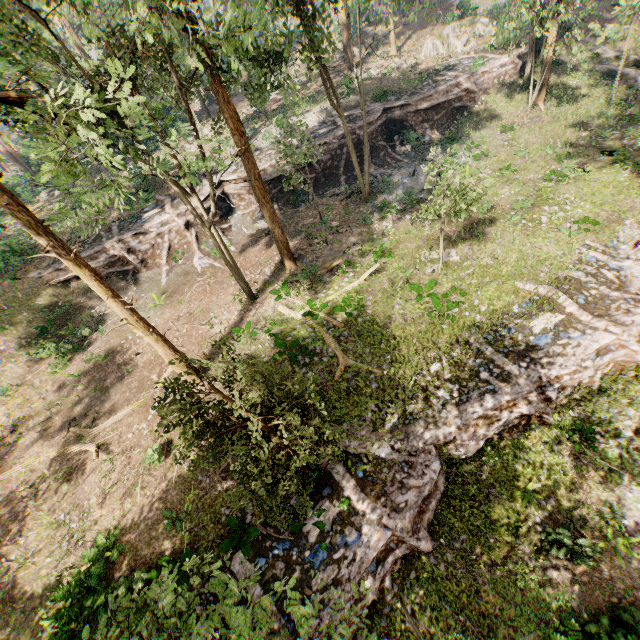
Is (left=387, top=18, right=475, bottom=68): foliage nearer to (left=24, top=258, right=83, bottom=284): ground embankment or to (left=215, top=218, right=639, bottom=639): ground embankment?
(left=215, top=218, right=639, bottom=639): ground embankment

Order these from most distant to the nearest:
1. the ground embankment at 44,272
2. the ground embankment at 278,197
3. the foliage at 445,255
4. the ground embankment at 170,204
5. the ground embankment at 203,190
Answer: A: the ground embankment at 278,197 → the ground embankment at 203,190 → the ground embankment at 170,204 → the ground embankment at 44,272 → the foliage at 445,255

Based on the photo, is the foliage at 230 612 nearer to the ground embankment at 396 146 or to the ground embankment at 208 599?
the ground embankment at 208 599

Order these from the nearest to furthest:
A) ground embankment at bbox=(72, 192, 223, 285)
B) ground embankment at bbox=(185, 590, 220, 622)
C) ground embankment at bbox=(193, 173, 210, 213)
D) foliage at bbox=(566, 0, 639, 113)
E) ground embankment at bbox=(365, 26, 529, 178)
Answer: ground embankment at bbox=(185, 590, 220, 622) < foliage at bbox=(566, 0, 639, 113) < ground embankment at bbox=(72, 192, 223, 285) < ground embankment at bbox=(193, 173, 210, 213) < ground embankment at bbox=(365, 26, 529, 178)

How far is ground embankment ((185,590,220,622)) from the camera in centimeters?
1099cm

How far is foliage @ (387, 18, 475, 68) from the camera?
33.75m

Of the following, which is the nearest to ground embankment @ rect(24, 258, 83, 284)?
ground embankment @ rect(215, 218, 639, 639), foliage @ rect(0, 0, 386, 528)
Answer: foliage @ rect(0, 0, 386, 528)

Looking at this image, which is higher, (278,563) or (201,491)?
(201,491)
